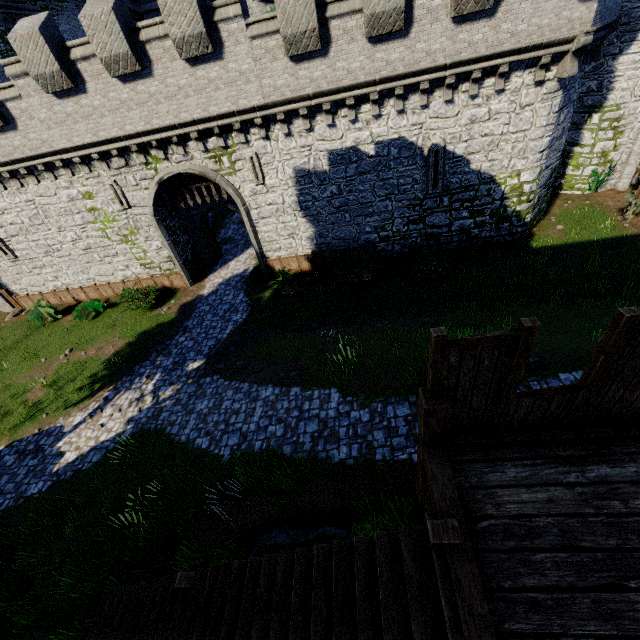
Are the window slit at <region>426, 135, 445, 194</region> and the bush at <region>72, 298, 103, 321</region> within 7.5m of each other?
no

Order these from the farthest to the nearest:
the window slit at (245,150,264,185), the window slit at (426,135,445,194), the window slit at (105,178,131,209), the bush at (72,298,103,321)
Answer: the bush at (72,298,103,321) < the window slit at (105,178,131,209) < the window slit at (245,150,264,185) < the window slit at (426,135,445,194)

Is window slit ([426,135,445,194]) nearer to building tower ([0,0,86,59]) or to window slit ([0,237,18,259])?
window slit ([0,237,18,259])

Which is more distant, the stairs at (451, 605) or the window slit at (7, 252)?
the window slit at (7, 252)

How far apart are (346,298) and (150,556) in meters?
12.2 m

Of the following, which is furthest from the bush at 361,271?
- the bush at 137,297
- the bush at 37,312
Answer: the bush at 37,312

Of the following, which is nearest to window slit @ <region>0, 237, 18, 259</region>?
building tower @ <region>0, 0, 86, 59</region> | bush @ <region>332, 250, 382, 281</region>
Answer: building tower @ <region>0, 0, 86, 59</region>

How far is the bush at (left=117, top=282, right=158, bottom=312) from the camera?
18.2m
